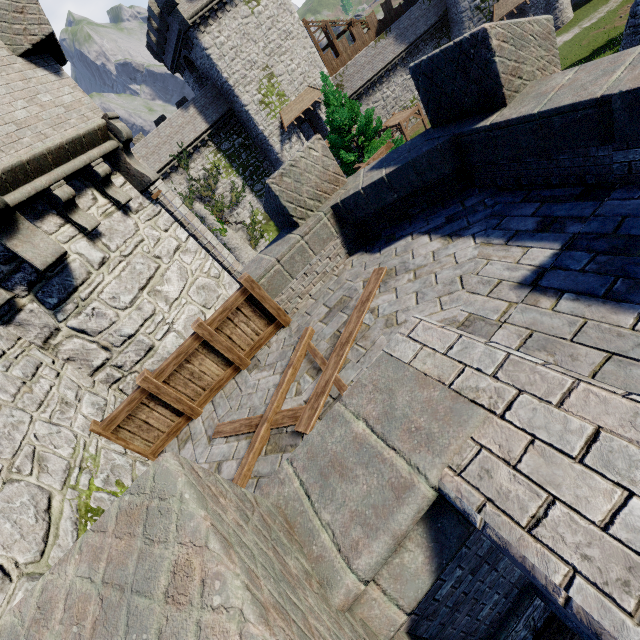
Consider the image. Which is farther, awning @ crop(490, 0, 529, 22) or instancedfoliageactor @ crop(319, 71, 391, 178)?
awning @ crop(490, 0, 529, 22)

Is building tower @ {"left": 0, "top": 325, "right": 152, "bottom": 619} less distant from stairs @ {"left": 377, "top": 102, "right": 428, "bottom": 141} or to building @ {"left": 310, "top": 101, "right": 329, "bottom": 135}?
building @ {"left": 310, "top": 101, "right": 329, "bottom": 135}

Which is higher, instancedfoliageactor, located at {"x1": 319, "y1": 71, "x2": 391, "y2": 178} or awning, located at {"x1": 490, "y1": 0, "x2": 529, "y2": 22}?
instancedfoliageactor, located at {"x1": 319, "y1": 71, "x2": 391, "y2": 178}

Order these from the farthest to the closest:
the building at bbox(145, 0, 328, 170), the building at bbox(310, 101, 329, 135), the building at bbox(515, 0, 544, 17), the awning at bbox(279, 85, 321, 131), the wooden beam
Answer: the building at bbox(515, 0, 544, 17)
the building at bbox(310, 101, 329, 135)
the awning at bbox(279, 85, 321, 131)
the building at bbox(145, 0, 328, 170)
the wooden beam

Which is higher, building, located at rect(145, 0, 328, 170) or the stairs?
building, located at rect(145, 0, 328, 170)

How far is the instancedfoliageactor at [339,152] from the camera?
17.7 meters

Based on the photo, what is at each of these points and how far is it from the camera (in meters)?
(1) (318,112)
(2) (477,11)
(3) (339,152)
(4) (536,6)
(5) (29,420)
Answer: (1) building, 33.56
(2) building, 34.34
(3) instancedfoliageactor, 19.20
(4) building, 34.41
(5) building tower, 4.17

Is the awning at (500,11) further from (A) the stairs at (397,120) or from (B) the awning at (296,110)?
(B) the awning at (296,110)
